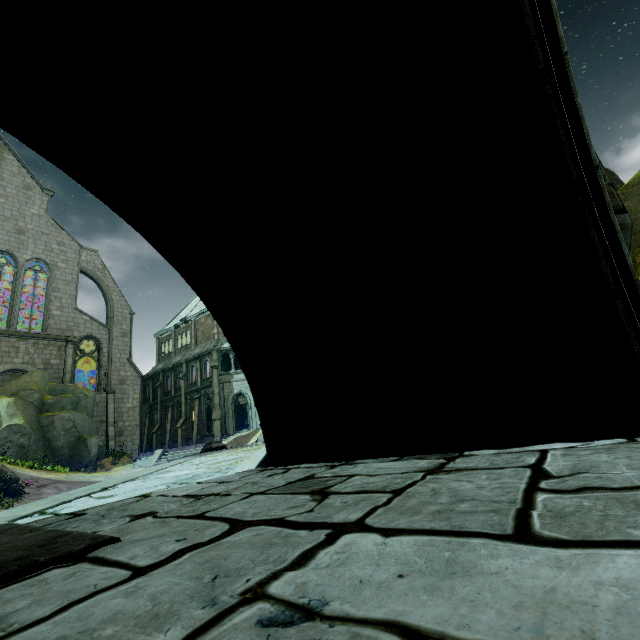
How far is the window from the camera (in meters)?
31.16

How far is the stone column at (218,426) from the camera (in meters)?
30.16

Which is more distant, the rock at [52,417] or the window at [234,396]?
the window at [234,396]

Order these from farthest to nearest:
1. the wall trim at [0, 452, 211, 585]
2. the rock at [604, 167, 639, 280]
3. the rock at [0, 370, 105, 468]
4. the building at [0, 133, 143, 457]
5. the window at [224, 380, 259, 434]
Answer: the window at [224, 380, 259, 434], the building at [0, 133, 143, 457], the rock at [0, 370, 105, 468], the rock at [604, 167, 639, 280], the wall trim at [0, 452, 211, 585]

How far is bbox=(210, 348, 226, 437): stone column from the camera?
30.2m

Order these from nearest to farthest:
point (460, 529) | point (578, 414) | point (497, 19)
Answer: point (460, 529), point (497, 19), point (578, 414)

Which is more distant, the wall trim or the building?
the building

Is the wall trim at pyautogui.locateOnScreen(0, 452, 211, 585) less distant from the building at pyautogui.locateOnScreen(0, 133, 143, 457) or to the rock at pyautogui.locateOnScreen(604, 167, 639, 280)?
the building at pyautogui.locateOnScreen(0, 133, 143, 457)
